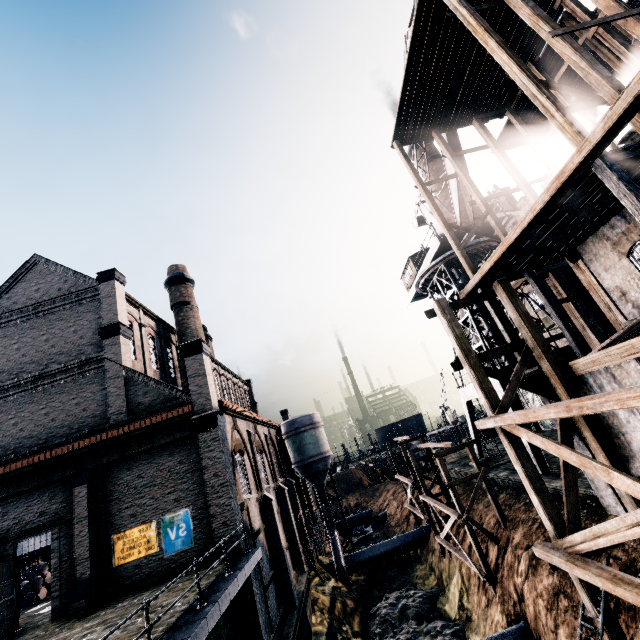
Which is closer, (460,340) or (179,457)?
(460,340)

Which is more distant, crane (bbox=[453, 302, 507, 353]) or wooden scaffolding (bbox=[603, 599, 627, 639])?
crane (bbox=[453, 302, 507, 353])

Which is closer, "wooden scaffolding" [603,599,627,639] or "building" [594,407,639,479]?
"wooden scaffolding" [603,599,627,639]

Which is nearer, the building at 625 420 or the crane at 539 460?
the building at 625 420

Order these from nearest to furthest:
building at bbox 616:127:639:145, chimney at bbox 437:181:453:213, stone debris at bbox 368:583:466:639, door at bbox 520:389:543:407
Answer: building at bbox 616:127:639:145, stone debris at bbox 368:583:466:639, door at bbox 520:389:543:407, chimney at bbox 437:181:453:213

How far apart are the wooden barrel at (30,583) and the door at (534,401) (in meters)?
46.61

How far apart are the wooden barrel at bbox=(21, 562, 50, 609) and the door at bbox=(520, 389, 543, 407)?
46.6 meters

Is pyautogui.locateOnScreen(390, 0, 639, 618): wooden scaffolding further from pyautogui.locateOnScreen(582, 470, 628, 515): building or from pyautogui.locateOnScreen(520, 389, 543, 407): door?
pyautogui.locateOnScreen(520, 389, 543, 407): door
